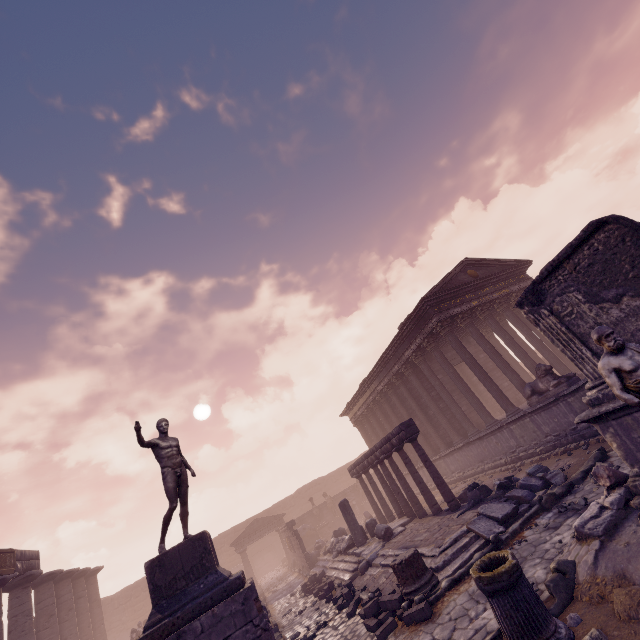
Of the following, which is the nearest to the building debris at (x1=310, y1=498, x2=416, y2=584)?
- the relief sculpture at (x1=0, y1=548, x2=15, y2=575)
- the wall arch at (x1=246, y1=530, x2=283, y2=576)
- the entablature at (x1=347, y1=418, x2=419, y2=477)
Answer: the entablature at (x1=347, y1=418, x2=419, y2=477)

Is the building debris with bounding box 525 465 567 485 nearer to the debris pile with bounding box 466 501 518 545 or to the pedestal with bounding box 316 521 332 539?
the debris pile with bounding box 466 501 518 545

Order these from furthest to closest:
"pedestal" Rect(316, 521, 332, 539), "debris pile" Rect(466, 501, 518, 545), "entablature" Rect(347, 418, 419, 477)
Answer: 1. "pedestal" Rect(316, 521, 332, 539)
2. "entablature" Rect(347, 418, 419, 477)
3. "debris pile" Rect(466, 501, 518, 545)

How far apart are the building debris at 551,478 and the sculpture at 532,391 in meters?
3.0 m

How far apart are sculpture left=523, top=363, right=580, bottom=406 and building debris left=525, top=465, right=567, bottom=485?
3.0 meters

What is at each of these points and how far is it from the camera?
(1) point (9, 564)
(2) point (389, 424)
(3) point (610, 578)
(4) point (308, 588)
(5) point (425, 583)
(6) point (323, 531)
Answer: (1) relief sculpture, 14.2m
(2) building, 22.4m
(3) debris pile, 4.1m
(4) stone blocks, 13.7m
(5) column base, 6.6m
(6) pedestal, 25.9m

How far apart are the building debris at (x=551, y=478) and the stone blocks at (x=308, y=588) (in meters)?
6.17

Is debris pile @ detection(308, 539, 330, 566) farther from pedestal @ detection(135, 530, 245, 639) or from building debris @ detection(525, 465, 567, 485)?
pedestal @ detection(135, 530, 245, 639)
